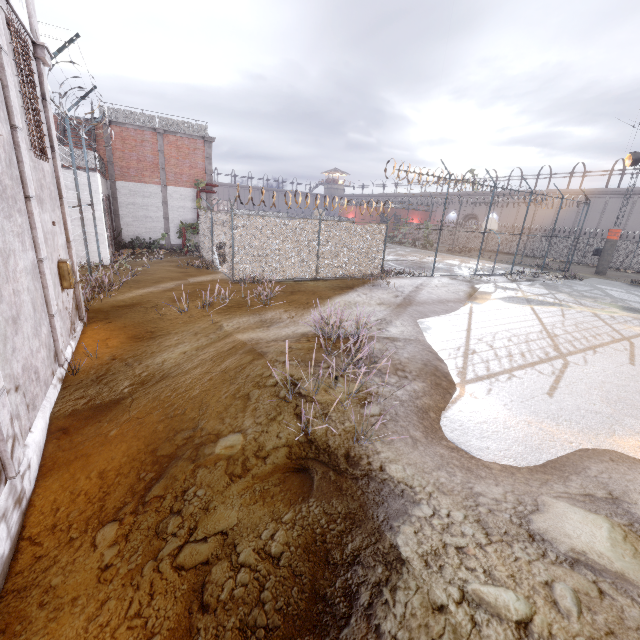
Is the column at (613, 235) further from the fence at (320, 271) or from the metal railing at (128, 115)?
the metal railing at (128, 115)

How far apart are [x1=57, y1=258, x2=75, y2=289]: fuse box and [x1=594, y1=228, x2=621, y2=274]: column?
35.0 meters

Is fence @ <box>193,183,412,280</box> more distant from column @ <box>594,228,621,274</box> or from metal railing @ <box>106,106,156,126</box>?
metal railing @ <box>106,106,156,126</box>

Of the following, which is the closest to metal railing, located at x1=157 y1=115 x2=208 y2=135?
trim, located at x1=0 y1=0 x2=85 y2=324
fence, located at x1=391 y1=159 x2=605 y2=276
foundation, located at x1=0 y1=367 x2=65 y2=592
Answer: fence, located at x1=391 y1=159 x2=605 y2=276

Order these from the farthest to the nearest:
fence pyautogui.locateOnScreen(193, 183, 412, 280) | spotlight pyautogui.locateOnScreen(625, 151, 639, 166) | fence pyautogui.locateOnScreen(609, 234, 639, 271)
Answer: fence pyautogui.locateOnScreen(609, 234, 639, 271), spotlight pyautogui.locateOnScreen(625, 151, 639, 166), fence pyautogui.locateOnScreen(193, 183, 412, 280)

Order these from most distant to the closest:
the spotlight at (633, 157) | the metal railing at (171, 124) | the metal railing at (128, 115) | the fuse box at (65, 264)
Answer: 1. the spotlight at (633, 157)
2. the metal railing at (171, 124)
3. the metal railing at (128, 115)
4. the fuse box at (65, 264)

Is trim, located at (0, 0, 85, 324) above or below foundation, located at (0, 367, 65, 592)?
above

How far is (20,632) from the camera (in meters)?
2.68
